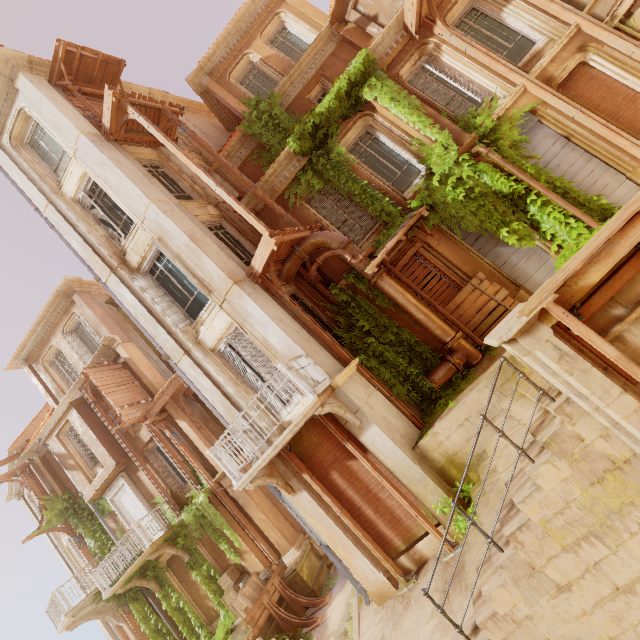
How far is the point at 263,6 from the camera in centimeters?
1447cm

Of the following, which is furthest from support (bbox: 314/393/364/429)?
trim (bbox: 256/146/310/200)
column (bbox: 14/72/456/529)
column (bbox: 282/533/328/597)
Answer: column (bbox: 282/533/328/597)

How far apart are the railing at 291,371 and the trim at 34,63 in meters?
14.4 m

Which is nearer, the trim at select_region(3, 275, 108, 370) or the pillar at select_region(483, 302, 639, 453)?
the pillar at select_region(483, 302, 639, 453)

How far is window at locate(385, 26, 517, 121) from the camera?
10.1m

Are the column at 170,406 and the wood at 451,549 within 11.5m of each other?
yes

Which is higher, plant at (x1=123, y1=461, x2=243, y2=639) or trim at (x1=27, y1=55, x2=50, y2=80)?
trim at (x1=27, y1=55, x2=50, y2=80)

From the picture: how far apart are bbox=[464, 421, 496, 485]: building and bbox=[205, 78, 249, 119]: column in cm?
1356
